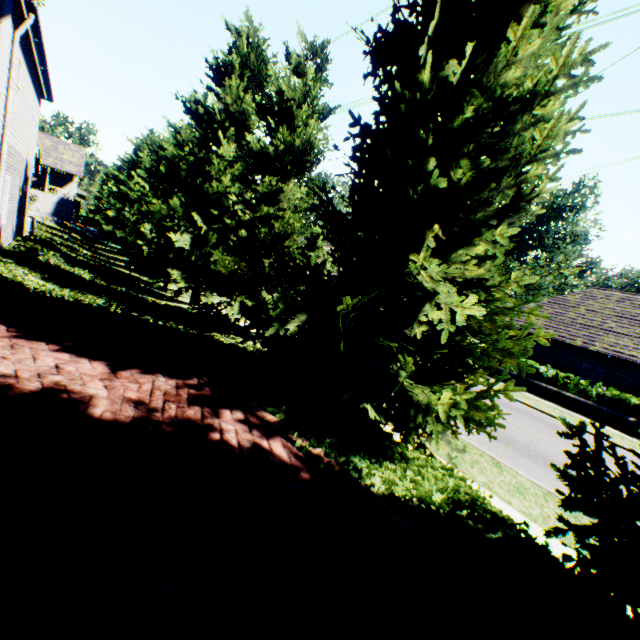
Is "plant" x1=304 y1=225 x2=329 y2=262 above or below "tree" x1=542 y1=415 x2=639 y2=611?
above

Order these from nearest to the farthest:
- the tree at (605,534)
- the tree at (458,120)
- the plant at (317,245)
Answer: the tree at (605,534) < the tree at (458,120) < the plant at (317,245)

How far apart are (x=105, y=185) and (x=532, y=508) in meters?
71.0

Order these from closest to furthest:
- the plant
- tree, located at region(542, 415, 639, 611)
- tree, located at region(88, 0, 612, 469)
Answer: tree, located at region(542, 415, 639, 611)
tree, located at region(88, 0, 612, 469)
the plant

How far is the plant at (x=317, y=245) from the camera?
42.28m

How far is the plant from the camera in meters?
42.3

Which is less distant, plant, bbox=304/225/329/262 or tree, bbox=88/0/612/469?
tree, bbox=88/0/612/469
